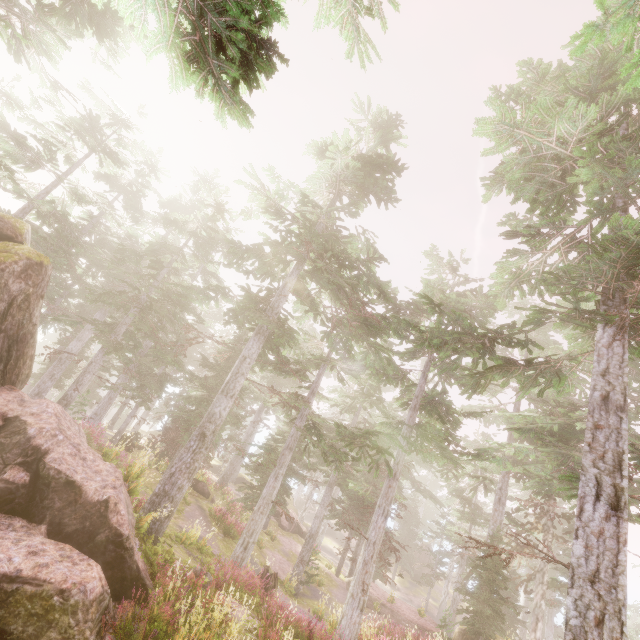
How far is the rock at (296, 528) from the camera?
30.28m

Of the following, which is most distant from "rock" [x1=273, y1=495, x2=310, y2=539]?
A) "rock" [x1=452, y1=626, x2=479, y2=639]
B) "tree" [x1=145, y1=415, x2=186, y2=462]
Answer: "rock" [x1=452, y1=626, x2=479, y2=639]

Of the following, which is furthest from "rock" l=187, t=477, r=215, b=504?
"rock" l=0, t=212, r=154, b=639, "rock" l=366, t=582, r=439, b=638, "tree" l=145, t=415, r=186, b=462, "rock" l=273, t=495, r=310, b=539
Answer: "rock" l=273, t=495, r=310, b=539

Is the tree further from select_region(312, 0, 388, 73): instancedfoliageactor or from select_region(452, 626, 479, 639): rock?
select_region(452, 626, 479, 639): rock

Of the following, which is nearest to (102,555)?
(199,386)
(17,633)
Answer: (17,633)

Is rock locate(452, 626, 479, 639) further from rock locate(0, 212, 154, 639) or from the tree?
the tree

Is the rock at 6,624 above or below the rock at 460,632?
above

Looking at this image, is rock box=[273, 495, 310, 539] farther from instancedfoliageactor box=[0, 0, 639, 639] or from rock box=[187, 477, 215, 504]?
rock box=[187, 477, 215, 504]
